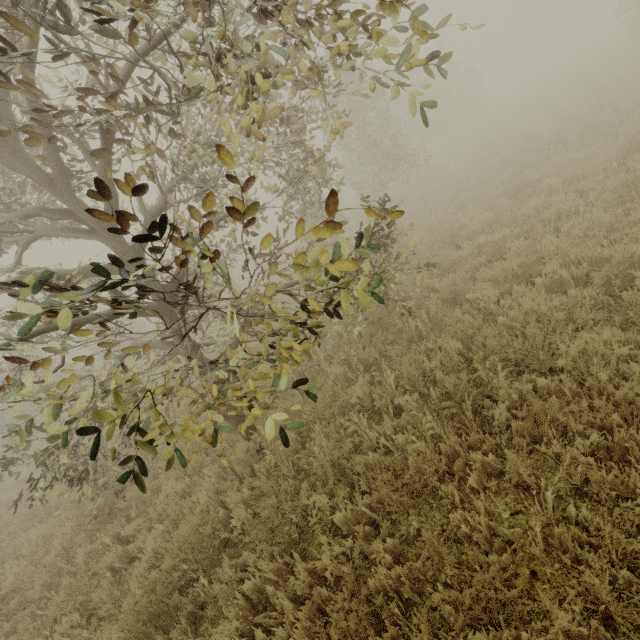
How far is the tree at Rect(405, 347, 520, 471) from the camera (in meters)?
3.68

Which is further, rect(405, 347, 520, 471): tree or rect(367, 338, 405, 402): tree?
rect(367, 338, 405, 402): tree

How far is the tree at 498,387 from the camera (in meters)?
3.68

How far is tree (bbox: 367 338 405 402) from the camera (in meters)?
4.94

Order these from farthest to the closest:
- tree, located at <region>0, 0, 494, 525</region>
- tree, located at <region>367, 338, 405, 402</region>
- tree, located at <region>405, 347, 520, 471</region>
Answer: tree, located at <region>367, 338, 405, 402</region>
tree, located at <region>405, 347, 520, 471</region>
tree, located at <region>0, 0, 494, 525</region>

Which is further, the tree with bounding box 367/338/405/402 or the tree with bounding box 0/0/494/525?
the tree with bounding box 367/338/405/402

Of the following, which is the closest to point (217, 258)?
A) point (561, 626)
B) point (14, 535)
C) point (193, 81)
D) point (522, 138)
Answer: point (193, 81)

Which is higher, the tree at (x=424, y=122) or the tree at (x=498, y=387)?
the tree at (x=424, y=122)
